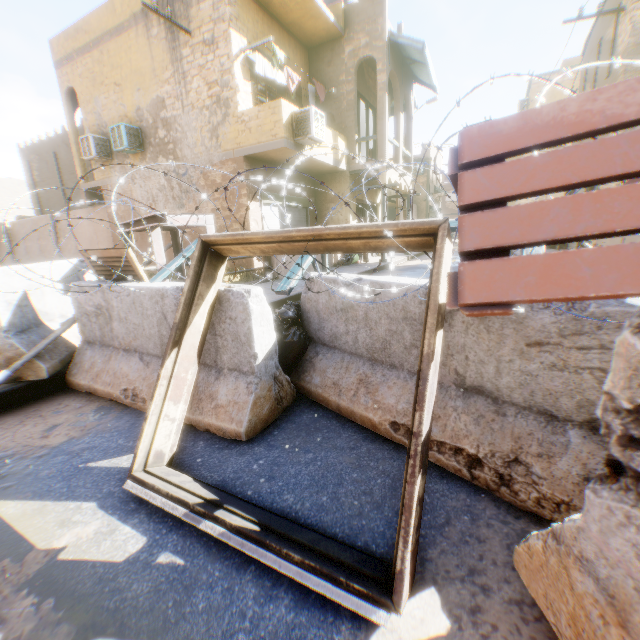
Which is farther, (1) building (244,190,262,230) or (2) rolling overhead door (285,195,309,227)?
(2) rolling overhead door (285,195,309,227)

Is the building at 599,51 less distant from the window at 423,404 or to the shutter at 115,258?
the shutter at 115,258

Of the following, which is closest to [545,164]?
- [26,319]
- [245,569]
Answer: [245,569]

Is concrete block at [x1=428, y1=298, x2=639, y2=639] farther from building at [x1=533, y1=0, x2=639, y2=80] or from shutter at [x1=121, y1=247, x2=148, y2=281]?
building at [x1=533, y1=0, x2=639, y2=80]

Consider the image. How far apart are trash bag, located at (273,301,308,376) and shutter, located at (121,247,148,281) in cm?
1

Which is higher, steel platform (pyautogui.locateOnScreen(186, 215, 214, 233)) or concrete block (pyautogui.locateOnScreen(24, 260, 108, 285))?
steel platform (pyautogui.locateOnScreen(186, 215, 214, 233))

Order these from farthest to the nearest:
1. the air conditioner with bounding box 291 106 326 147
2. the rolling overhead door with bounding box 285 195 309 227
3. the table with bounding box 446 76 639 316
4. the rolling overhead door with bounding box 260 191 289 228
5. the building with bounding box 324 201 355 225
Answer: the building with bounding box 324 201 355 225, the rolling overhead door with bounding box 285 195 309 227, the rolling overhead door with bounding box 260 191 289 228, the air conditioner with bounding box 291 106 326 147, the table with bounding box 446 76 639 316
